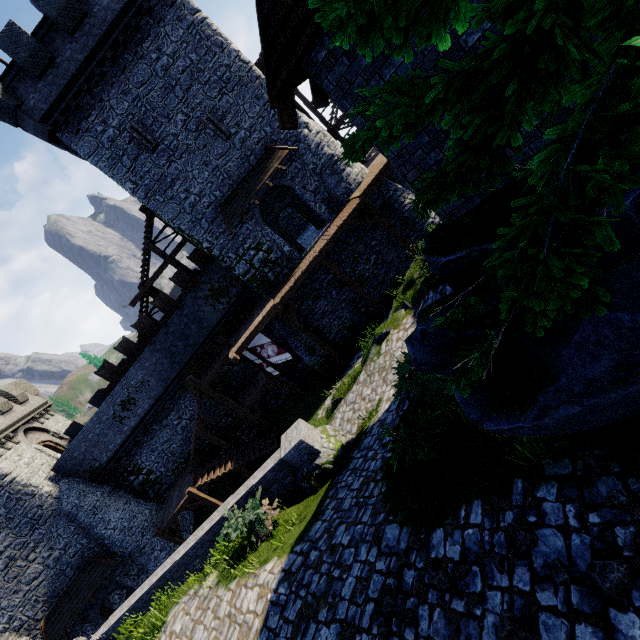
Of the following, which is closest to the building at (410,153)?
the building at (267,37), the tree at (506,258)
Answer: the tree at (506,258)

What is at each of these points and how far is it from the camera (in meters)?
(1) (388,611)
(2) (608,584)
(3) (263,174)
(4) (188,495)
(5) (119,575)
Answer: (1) instancedfoliageactor, 4.86
(2) instancedfoliageactor, 3.25
(3) awning, 18.59
(4) stairs, 18.77
(5) building, 21.36

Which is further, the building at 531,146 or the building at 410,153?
the building at 410,153

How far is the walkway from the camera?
18.0m

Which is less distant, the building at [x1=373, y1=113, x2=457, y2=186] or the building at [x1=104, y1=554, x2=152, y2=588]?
the building at [x1=373, y1=113, x2=457, y2=186]

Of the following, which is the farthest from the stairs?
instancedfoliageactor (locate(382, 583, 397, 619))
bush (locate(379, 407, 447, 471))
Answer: instancedfoliageactor (locate(382, 583, 397, 619))

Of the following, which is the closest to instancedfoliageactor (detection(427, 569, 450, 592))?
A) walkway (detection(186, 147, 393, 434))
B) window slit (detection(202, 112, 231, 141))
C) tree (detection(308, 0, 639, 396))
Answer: tree (detection(308, 0, 639, 396))

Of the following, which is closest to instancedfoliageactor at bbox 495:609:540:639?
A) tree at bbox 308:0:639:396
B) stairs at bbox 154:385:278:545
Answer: tree at bbox 308:0:639:396
